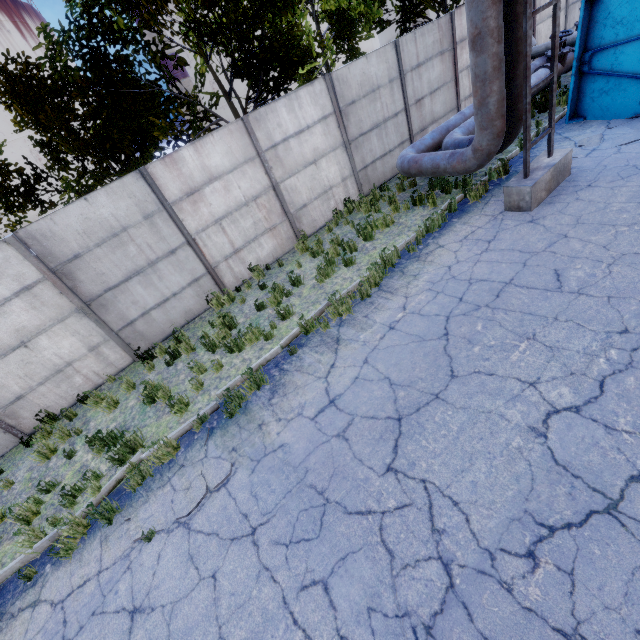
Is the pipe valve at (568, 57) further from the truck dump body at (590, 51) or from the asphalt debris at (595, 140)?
the asphalt debris at (595, 140)

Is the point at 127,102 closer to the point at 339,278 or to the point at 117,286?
the point at 117,286

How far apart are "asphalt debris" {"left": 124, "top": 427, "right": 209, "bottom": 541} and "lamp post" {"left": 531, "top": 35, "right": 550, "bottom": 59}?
16.1m

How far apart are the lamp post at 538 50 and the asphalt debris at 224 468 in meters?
16.1 m

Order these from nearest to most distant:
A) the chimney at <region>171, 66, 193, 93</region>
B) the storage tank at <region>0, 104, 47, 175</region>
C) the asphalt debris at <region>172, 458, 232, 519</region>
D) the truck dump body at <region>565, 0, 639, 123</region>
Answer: the asphalt debris at <region>172, 458, 232, 519</region> → the truck dump body at <region>565, 0, 639, 123</region> → the storage tank at <region>0, 104, 47, 175</region> → the chimney at <region>171, 66, 193, 93</region>

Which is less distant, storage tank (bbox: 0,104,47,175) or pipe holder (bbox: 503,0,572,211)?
pipe holder (bbox: 503,0,572,211)

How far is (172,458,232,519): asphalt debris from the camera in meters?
4.5 m
